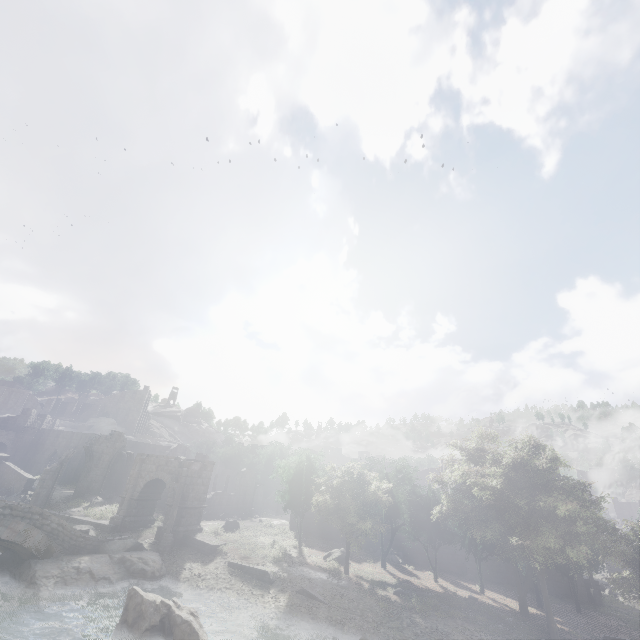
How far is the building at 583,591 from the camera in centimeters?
3084cm

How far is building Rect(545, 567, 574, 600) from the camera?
31.3m

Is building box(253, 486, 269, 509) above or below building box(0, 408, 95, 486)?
below

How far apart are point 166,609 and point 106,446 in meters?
30.5

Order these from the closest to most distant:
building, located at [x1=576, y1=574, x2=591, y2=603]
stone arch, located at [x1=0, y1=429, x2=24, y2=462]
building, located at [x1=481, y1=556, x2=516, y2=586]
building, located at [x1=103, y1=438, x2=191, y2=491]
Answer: building, located at [x1=576, y1=574, x2=591, y2=603]
building, located at [x1=481, y1=556, x2=516, y2=586]
building, located at [x1=103, y1=438, x2=191, y2=491]
stone arch, located at [x1=0, y1=429, x2=24, y2=462]

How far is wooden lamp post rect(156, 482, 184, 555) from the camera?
24.3 meters

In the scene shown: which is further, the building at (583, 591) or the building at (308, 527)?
the building at (308, 527)
